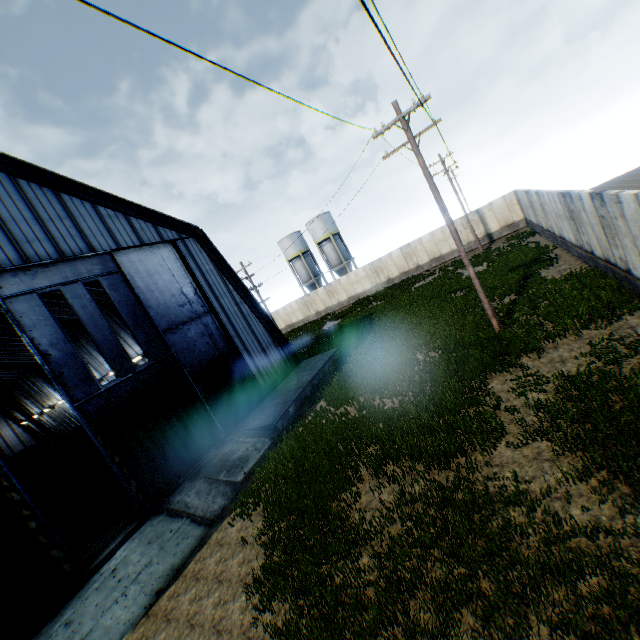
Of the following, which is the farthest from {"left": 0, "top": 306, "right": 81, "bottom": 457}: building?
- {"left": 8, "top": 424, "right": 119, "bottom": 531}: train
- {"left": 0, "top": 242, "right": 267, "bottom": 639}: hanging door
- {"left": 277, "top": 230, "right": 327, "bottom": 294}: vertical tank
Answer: {"left": 277, "top": 230, "right": 327, "bottom": 294}: vertical tank

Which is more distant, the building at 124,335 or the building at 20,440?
the building at 20,440

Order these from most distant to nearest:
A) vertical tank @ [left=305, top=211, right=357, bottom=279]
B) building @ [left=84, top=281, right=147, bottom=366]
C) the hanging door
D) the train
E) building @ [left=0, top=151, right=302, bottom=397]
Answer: vertical tank @ [left=305, top=211, right=357, bottom=279] < building @ [left=84, top=281, right=147, bottom=366] < the train < building @ [left=0, top=151, right=302, bottom=397] < the hanging door

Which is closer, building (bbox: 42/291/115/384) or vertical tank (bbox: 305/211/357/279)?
building (bbox: 42/291/115/384)

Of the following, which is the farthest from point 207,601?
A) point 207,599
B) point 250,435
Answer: point 250,435

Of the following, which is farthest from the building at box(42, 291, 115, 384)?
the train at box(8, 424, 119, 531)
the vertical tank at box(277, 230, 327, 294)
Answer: the vertical tank at box(277, 230, 327, 294)

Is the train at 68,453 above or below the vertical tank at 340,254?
below

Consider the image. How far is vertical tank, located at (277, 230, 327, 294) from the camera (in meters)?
48.69
